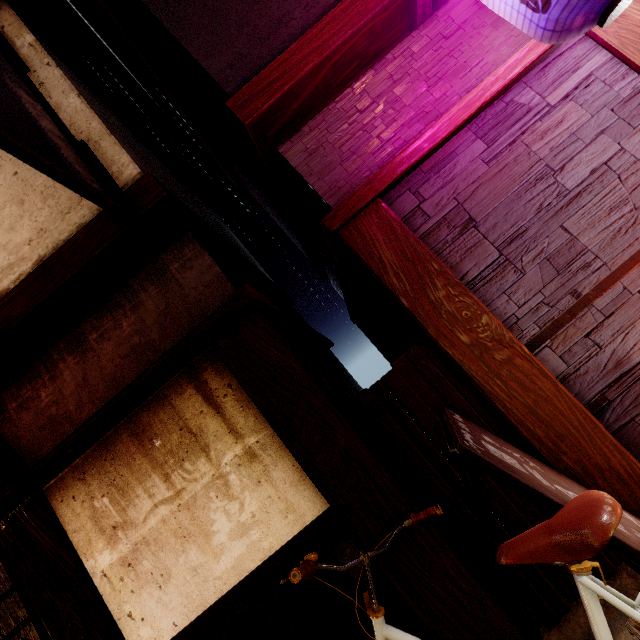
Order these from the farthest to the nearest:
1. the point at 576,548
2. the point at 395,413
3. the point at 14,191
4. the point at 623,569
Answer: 1. the point at 14,191
2. the point at 395,413
3. the point at 623,569
4. the point at 576,548

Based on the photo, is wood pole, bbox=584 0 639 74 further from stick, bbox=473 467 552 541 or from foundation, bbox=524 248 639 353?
stick, bbox=473 467 552 541

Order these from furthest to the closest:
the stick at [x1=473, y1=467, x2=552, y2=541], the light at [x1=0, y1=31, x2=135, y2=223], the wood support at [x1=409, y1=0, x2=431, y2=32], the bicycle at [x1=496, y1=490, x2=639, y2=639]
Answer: the wood support at [x1=409, y1=0, x2=431, y2=32], the stick at [x1=473, y1=467, x2=552, y2=541], the light at [x1=0, y1=31, x2=135, y2=223], the bicycle at [x1=496, y1=490, x2=639, y2=639]

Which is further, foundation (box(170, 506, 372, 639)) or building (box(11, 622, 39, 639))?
building (box(11, 622, 39, 639))

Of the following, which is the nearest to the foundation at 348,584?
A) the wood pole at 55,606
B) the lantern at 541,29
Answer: the wood pole at 55,606

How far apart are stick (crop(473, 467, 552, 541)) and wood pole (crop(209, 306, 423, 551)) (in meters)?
0.01

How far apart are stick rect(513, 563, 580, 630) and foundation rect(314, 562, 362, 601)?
0.86m

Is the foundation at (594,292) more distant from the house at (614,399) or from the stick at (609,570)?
the stick at (609,570)
